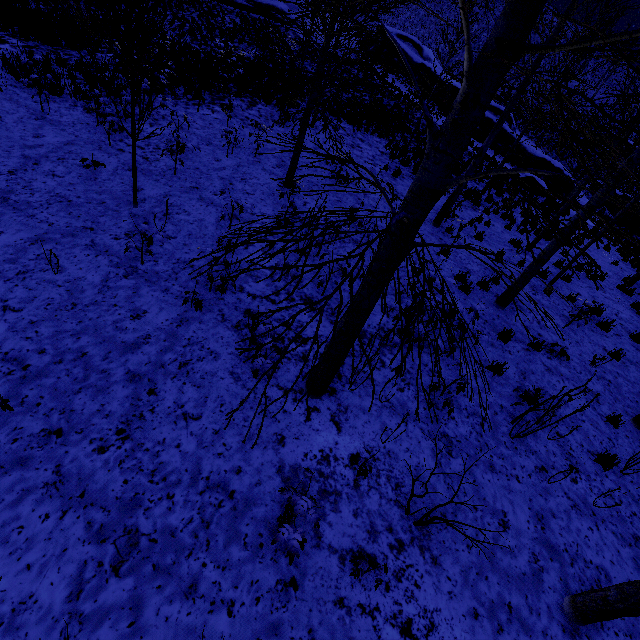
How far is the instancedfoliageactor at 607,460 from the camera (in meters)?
5.30

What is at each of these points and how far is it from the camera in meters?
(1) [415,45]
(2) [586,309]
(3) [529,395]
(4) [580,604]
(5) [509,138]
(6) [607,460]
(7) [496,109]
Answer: (1) rock, 30.1 m
(2) instancedfoliageactor, 8.1 m
(3) instancedfoliageactor, 5.0 m
(4) instancedfoliageactor, 3.6 m
(5) rock, 24.0 m
(6) instancedfoliageactor, 5.4 m
(7) rock, 24.9 m

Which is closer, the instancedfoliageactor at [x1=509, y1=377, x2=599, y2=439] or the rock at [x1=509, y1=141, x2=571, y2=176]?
the instancedfoliageactor at [x1=509, y1=377, x2=599, y2=439]

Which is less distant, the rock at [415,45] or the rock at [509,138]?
the rock at [509,138]

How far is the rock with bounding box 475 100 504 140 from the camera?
24.3 meters

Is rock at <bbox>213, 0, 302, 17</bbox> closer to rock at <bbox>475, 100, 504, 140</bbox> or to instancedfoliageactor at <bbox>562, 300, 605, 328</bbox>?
rock at <bbox>475, 100, 504, 140</bbox>

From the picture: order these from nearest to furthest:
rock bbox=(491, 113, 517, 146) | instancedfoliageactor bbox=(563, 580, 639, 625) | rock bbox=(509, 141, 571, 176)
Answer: instancedfoliageactor bbox=(563, 580, 639, 625), rock bbox=(509, 141, 571, 176), rock bbox=(491, 113, 517, 146)

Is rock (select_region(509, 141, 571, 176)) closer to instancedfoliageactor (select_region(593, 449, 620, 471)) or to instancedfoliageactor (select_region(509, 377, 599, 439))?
instancedfoliageactor (select_region(509, 377, 599, 439))
